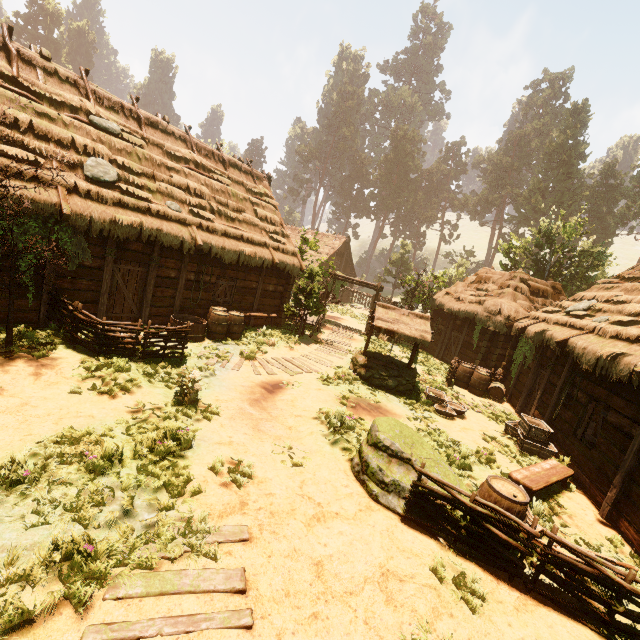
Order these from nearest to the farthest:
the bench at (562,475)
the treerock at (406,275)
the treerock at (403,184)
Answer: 1. the bench at (562,475)
2. the treerock at (406,275)
3. the treerock at (403,184)

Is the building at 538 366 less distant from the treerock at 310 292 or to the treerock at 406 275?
the treerock at 406 275

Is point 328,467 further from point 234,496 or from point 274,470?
point 234,496

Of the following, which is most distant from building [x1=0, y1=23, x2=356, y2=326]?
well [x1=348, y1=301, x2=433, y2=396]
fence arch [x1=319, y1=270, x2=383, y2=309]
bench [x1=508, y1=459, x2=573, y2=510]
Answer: well [x1=348, y1=301, x2=433, y2=396]

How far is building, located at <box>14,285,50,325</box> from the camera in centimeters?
889cm

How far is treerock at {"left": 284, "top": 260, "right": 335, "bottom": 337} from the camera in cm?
1520

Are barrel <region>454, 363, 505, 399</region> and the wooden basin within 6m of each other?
no

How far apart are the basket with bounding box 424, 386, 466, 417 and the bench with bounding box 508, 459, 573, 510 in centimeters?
284cm
